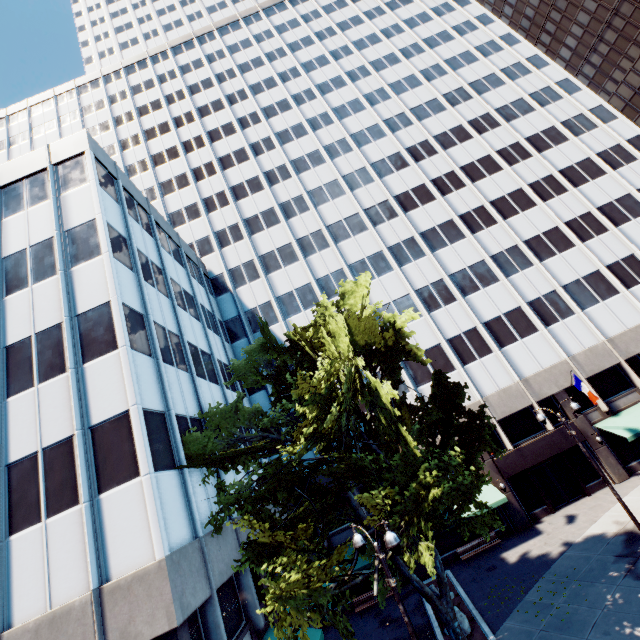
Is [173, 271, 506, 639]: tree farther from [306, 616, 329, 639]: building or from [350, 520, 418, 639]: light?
[350, 520, 418, 639]: light

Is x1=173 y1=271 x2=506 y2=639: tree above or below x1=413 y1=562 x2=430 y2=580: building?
above

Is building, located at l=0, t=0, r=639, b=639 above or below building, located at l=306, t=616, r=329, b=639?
above

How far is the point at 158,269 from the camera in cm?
2194

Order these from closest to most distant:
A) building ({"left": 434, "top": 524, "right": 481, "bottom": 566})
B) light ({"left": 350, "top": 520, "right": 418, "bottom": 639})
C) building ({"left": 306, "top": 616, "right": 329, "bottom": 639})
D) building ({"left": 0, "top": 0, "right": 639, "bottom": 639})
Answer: light ({"left": 350, "top": 520, "right": 418, "bottom": 639}) < building ({"left": 0, "top": 0, "right": 639, "bottom": 639}) < building ({"left": 306, "top": 616, "right": 329, "bottom": 639}) < building ({"left": 434, "top": 524, "right": 481, "bottom": 566})

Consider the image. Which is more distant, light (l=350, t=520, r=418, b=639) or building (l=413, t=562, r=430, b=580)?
building (l=413, t=562, r=430, b=580)

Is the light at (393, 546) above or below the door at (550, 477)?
above

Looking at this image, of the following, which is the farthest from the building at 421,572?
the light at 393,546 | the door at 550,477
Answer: the light at 393,546
